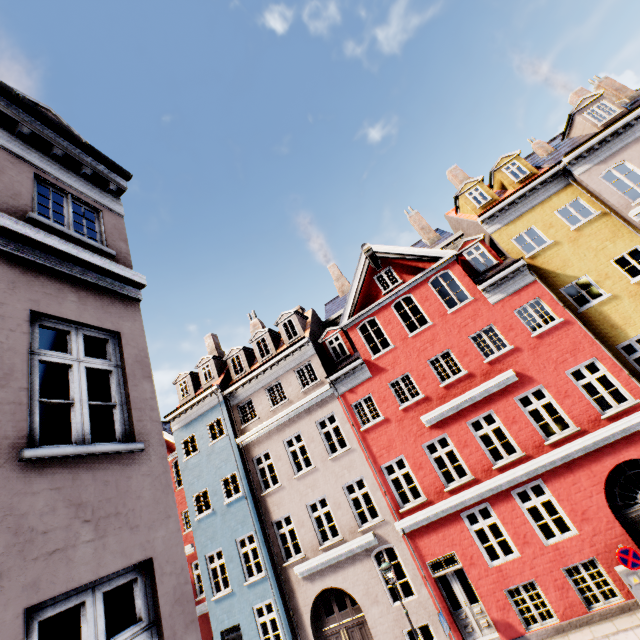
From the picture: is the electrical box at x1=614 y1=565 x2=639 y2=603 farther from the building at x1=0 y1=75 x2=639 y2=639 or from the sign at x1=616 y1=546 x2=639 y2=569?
the sign at x1=616 y1=546 x2=639 y2=569

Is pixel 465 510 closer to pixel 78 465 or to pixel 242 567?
pixel 242 567

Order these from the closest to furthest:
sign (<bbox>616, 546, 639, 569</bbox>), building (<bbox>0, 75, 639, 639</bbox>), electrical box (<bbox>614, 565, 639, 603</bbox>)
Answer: building (<bbox>0, 75, 639, 639</bbox>) → sign (<bbox>616, 546, 639, 569</bbox>) → electrical box (<bbox>614, 565, 639, 603</bbox>)

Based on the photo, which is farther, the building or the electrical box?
the electrical box

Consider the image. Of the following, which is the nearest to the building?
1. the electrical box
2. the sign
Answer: the electrical box

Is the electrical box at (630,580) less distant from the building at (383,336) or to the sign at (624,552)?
the building at (383,336)

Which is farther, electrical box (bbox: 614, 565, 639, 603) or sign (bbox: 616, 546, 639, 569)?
electrical box (bbox: 614, 565, 639, 603)
